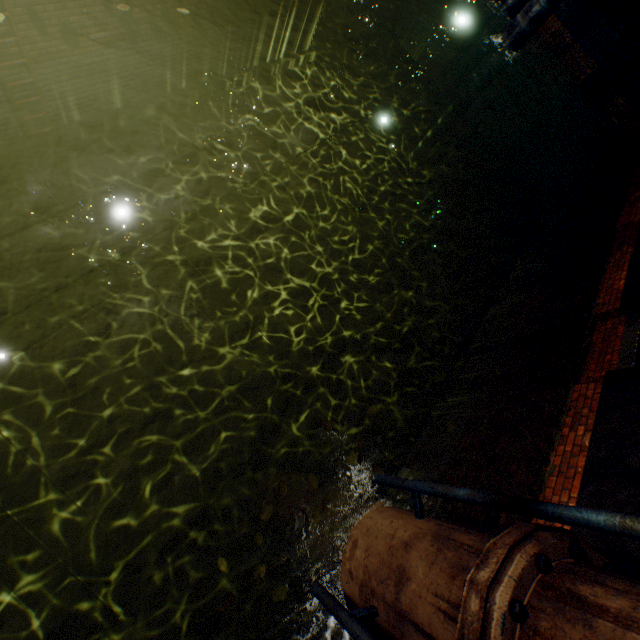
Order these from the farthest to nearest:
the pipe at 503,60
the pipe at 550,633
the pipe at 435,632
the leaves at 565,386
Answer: the pipe at 503,60, the leaves at 565,386, the pipe at 435,632, the pipe at 550,633

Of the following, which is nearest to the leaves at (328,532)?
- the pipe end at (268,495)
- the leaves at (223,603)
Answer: the leaves at (223,603)

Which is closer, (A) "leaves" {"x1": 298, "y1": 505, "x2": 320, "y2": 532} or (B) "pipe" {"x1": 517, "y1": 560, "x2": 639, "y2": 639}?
(B) "pipe" {"x1": 517, "y1": 560, "x2": 639, "y2": 639}

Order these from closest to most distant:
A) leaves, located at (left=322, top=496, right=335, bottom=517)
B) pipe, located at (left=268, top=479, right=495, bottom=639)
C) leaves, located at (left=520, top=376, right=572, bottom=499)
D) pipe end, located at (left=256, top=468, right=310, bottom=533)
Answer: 1. pipe, located at (left=268, top=479, right=495, bottom=639)
2. leaves, located at (left=322, top=496, right=335, bottom=517)
3. leaves, located at (left=520, top=376, right=572, bottom=499)
4. pipe end, located at (left=256, top=468, right=310, bottom=533)

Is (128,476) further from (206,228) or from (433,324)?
(433,324)

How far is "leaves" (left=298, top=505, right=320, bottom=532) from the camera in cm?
289

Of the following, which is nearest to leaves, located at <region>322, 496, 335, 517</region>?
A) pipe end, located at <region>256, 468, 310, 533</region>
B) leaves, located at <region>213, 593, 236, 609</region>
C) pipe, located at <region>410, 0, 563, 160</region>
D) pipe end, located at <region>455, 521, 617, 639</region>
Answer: leaves, located at <region>213, 593, 236, 609</region>

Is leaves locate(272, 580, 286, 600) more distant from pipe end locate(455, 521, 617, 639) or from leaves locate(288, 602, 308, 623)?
pipe end locate(455, 521, 617, 639)
